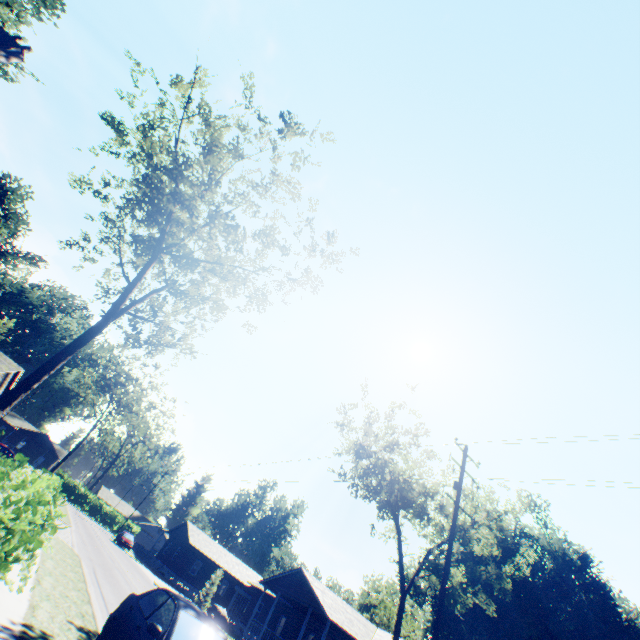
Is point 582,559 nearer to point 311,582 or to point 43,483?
point 311,582

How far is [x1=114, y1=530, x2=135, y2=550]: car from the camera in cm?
4216

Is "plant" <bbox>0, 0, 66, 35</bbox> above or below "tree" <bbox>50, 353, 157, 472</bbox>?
above

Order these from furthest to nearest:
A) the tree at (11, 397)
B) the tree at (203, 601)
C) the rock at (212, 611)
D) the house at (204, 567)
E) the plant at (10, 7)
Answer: the rock at (212, 611) < the tree at (203, 601) < the plant at (10, 7) < the house at (204, 567) < the tree at (11, 397)

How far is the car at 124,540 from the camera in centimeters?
4216cm

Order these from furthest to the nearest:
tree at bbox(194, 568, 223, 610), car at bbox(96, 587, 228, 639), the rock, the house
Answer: the rock → tree at bbox(194, 568, 223, 610) → the house → car at bbox(96, 587, 228, 639)

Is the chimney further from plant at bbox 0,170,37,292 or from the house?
the house

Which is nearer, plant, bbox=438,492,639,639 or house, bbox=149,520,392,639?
house, bbox=149,520,392,639
